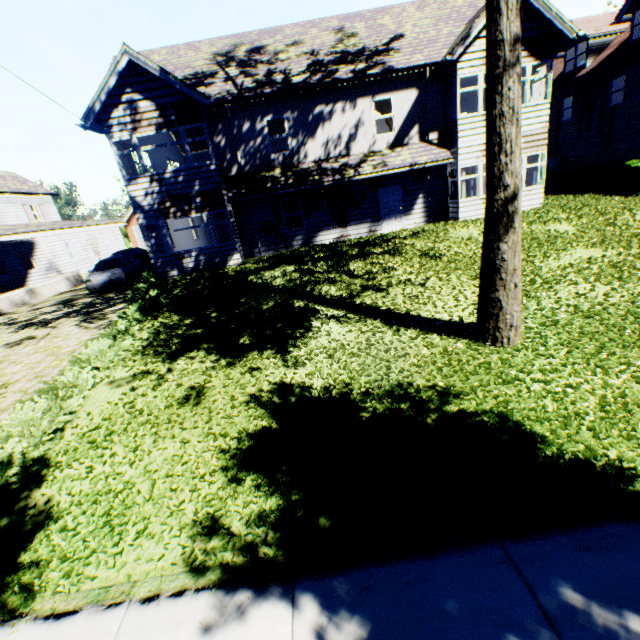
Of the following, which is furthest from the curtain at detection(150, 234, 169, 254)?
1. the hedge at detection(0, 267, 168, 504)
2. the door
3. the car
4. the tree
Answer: the tree

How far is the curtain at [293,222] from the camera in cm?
1647

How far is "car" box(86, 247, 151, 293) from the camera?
17.0m

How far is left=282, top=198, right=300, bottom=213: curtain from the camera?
16.2m

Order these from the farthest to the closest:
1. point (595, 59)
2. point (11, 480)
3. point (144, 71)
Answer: point (595, 59), point (144, 71), point (11, 480)

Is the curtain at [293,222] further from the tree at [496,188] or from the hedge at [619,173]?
the hedge at [619,173]

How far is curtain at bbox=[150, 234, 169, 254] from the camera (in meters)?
15.25

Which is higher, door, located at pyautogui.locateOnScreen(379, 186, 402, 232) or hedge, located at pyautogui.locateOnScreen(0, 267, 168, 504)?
door, located at pyautogui.locateOnScreen(379, 186, 402, 232)
